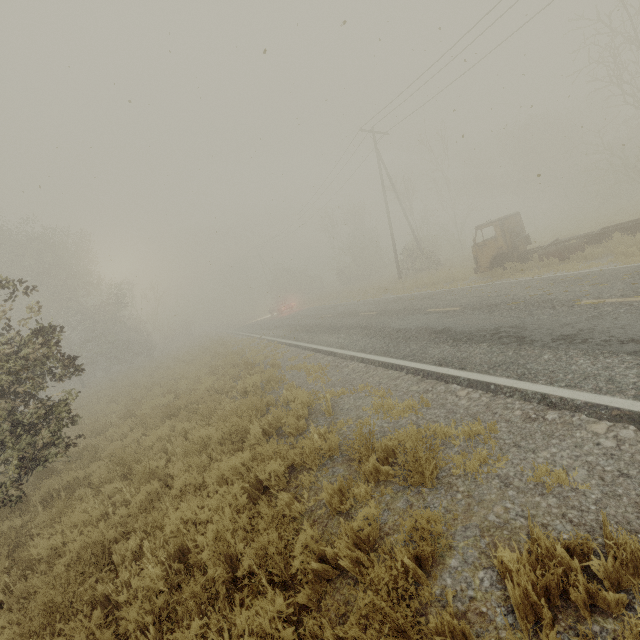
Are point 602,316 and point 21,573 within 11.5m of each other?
yes
